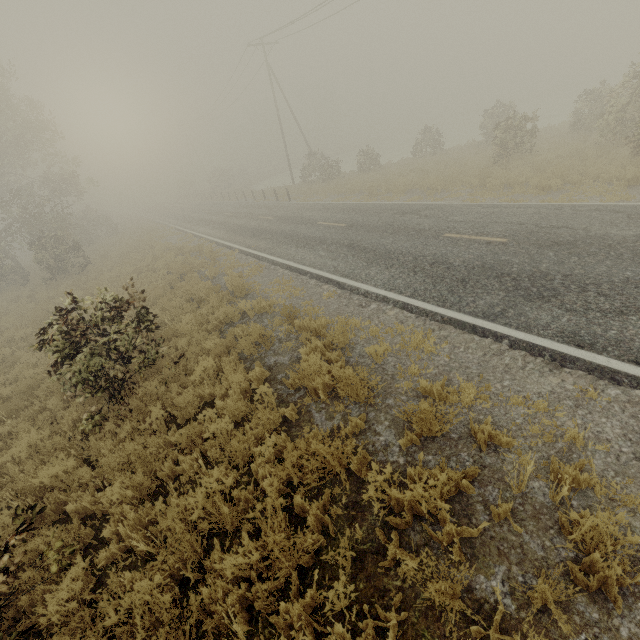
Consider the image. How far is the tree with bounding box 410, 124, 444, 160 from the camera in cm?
2620

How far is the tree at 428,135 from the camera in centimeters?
2620cm

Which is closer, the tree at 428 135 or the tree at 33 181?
the tree at 33 181

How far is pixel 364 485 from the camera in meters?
4.3 m

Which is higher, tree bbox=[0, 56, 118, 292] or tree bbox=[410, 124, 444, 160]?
tree bbox=[0, 56, 118, 292]

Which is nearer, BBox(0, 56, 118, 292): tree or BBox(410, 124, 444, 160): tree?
BBox(0, 56, 118, 292): tree
